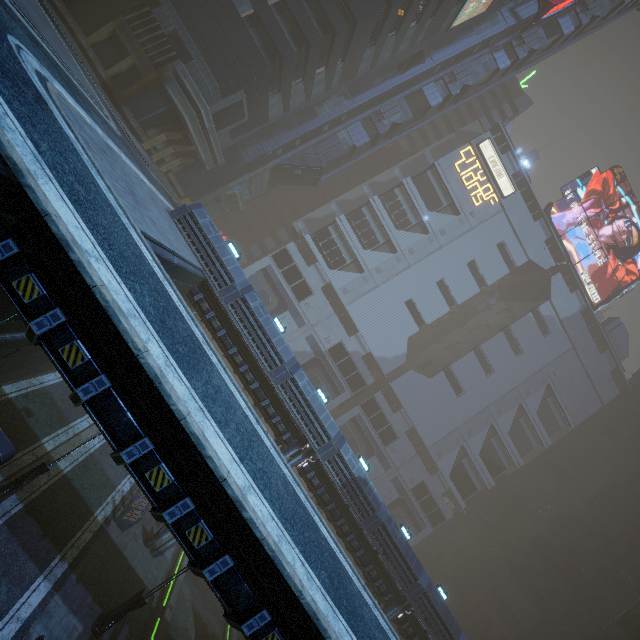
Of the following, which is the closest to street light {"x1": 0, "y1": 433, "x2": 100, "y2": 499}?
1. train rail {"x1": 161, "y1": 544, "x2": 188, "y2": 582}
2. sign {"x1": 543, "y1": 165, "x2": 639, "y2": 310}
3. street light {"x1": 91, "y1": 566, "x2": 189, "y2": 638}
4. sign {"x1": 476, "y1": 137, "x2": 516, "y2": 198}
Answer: street light {"x1": 91, "y1": 566, "x2": 189, "y2": 638}

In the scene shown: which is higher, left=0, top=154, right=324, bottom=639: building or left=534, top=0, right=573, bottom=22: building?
left=534, top=0, right=573, bottom=22: building

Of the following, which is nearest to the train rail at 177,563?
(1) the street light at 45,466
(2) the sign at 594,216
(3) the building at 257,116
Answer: (3) the building at 257,116

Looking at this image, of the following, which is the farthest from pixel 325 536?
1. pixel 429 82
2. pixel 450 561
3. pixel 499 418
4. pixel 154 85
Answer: pixel 450 561

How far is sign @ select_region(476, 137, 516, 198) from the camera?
49.9 meters

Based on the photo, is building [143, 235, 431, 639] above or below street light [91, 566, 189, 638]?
above

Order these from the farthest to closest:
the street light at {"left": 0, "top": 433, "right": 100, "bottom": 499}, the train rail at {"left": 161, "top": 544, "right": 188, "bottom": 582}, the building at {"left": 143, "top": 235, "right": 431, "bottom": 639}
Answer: the train rail at {"left": 161, "top": 544, "right": 188, "bottom": 582} → the building at {"left": 143, "top": 235, "right": 431, "bottom": 639} → the street light at {"left": 0, "top": 433, "right": 100, "bottom": 499}

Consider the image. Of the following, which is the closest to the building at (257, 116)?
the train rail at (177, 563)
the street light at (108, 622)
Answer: the train rail at (177, 563)
